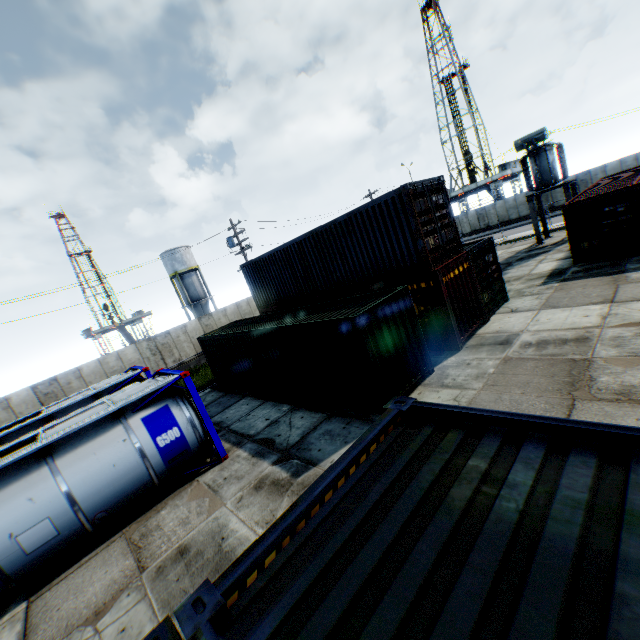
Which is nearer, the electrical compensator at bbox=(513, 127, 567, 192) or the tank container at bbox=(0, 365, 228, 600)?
the tank container at bbox=(0, 365, 228, 600)

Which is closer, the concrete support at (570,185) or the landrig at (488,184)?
the concrete support at (570,185)

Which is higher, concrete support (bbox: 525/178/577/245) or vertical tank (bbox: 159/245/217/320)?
vertical tank (bbox: 159/245/217/320)

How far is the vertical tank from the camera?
42.8m

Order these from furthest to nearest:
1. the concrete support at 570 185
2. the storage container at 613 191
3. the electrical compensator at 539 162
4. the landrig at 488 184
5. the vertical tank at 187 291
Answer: the landrig at 488 184 → the vertical tank at 187 291 → the concrete support at 570 185 → the electrical compensator at 539 162 → the storage container at 613 191

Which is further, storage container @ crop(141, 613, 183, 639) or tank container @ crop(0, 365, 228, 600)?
tank container @ crop(0, 365, 228, 600)

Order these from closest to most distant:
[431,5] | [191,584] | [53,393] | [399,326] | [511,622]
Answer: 1. [511,622]
2. [191,584]
3. [399,326]
4. [53,393]
5. [431,5]

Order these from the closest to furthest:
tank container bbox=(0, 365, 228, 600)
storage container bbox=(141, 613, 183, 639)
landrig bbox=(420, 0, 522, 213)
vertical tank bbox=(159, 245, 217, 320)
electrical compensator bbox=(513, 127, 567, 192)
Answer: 1. storage container bbox=(141, 613, 183, 639)
2. tank container bbox=(0, 365, 228, 600)
3. electrical compensator bbox=(513, 127, 567, 192)
4. vertical tank bbox=(159, 245, 217, 320)
5. landrig bbox=(420, 0, 522, 213)
